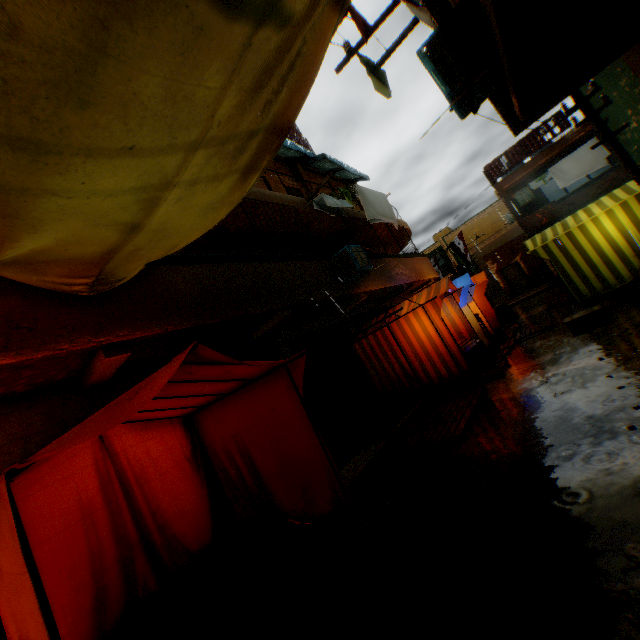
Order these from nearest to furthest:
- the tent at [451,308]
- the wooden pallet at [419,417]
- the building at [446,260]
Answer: the wooden pallet at [419,417]
the tent at [451,308]
the building at [446,260]

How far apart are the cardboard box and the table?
1.3m

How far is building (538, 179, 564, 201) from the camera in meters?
24.6 m

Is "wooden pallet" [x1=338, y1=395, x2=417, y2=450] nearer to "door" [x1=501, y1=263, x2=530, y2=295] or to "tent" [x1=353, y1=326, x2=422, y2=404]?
"tent" [x1=353, y1=326, x2=422, y2=404]

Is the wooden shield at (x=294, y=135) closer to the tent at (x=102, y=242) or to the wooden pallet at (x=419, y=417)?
the tent at (x=102, y=242)

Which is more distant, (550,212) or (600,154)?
(550,212)

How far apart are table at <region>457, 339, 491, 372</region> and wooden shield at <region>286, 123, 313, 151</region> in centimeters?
1038cm

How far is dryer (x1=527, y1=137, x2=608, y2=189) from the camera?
16.83m
